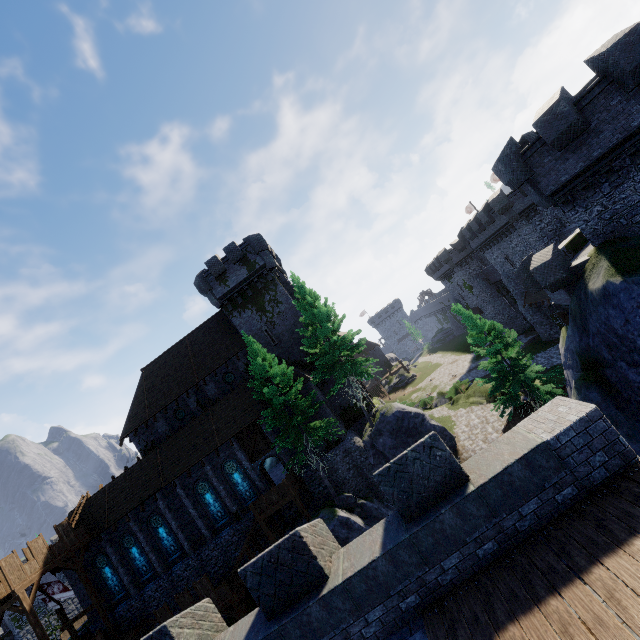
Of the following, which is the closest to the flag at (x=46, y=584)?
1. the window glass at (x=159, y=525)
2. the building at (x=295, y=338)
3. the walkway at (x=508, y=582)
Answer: the building at (x=295, y=338)

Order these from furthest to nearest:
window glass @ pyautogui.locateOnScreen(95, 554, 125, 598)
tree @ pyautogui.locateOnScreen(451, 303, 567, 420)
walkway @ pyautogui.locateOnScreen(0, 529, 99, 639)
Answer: window glass @ pyautogui.locateOnScreen(95, 554, 125, 598), tree @ pyautogui.locateOnScreen(451, 303, 567, 420), walkway @ pyautogui.locateOnScreen(0, 529, 99, 639)

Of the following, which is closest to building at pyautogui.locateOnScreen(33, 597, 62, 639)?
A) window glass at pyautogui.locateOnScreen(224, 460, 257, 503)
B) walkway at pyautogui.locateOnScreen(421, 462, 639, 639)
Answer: window glass at pyautogui.locateOnScreen(224, 460, 257, 503)

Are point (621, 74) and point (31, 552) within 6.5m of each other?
no

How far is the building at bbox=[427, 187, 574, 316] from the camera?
31.88m

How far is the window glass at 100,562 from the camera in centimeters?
2722cm

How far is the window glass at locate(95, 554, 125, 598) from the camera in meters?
27.2 m

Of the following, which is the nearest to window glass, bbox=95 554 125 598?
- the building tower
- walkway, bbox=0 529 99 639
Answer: walkway, bbox=0 529 99 639
